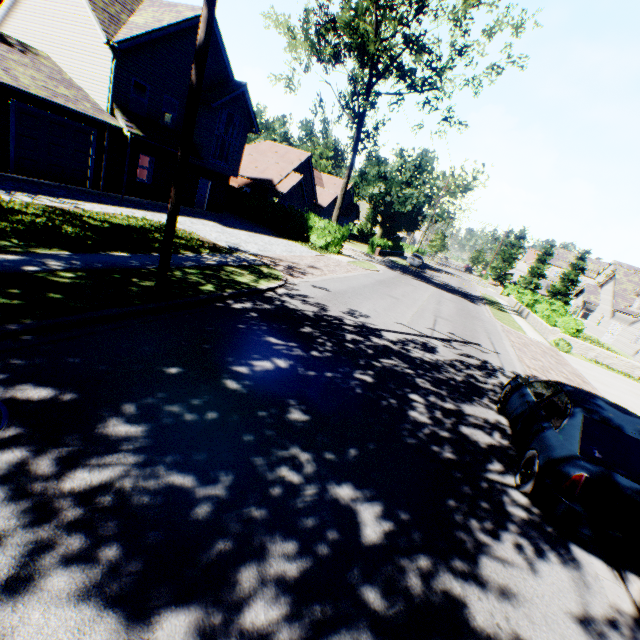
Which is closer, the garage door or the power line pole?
the power line pole

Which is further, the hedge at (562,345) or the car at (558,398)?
the hedge at (562,345)

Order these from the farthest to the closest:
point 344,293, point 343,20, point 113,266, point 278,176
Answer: point 278,176 → point 343,20 → point 344,293 → point 113,266

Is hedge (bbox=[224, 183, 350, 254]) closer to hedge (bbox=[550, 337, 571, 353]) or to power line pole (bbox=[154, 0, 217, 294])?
hedge (bbox=[550, 337, 571, 353])

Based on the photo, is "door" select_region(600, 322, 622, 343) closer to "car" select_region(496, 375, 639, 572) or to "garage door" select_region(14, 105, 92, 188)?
"car" select_region(496, 375, 639, 572)

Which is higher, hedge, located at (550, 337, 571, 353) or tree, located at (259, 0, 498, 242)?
tree, located at (259, 0, 498, 242)

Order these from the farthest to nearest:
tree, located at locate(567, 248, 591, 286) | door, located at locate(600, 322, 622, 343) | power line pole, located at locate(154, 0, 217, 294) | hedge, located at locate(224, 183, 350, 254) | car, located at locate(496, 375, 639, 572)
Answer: tree, located at locate(567, 248, 591, 286), door, located at locate(600, 322, 622, 343), hedge, located at locate(224, 183, 350, 254), power line pole, located at locate(154, 0, 217, 294), car, located at locate(496, 375, 639, 572)

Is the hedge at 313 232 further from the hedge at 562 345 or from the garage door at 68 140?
the hedge at 562 345
